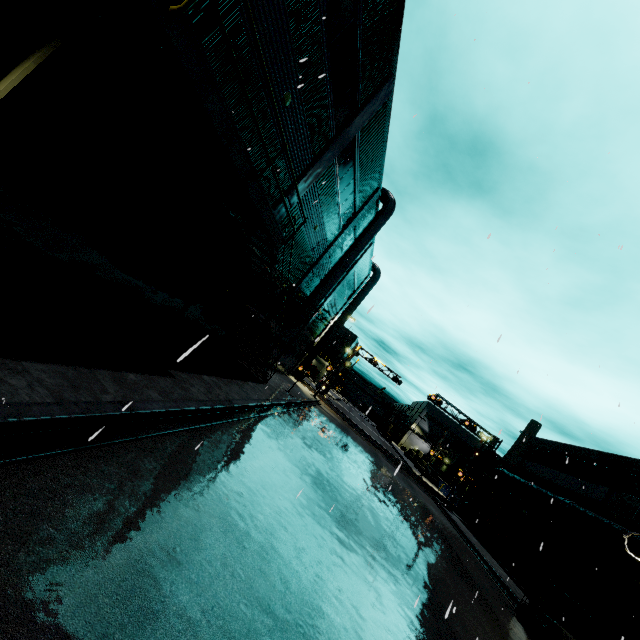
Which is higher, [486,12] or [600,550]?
[486,12]

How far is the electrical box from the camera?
22.0m

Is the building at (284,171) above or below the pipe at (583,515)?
above

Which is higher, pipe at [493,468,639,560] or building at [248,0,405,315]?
building at [248,0,405,315]

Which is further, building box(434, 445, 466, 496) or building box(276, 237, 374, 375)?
building box(434, 445, 466, 496)

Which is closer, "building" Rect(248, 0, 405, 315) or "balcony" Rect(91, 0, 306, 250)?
"balcony" Rect(91, 0, 306, 250)

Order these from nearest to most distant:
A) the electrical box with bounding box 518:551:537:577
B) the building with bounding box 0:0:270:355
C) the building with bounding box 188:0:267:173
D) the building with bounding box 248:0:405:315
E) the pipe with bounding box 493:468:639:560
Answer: the building with bounding box 0:0:270:355 < the building with bounding box 188:0:267:173 < the building with bounding box 248:0:405:315 < the pipe with bounding box 493:468:639:560 < the electrical box with bounding box 518:551:537:577

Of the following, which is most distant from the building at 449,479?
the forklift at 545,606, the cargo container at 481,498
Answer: the forklift at 545,606
